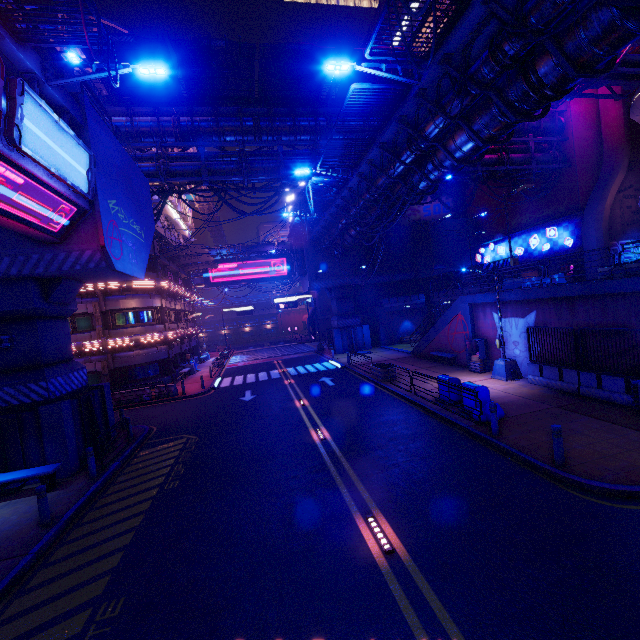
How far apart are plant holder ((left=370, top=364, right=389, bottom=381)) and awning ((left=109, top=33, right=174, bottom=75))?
20.2 meters

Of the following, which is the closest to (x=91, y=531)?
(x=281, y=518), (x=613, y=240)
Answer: (x=281, y=518)

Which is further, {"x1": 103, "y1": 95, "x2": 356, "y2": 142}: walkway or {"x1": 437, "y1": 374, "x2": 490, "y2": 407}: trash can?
{"x1": 103, "y1": 95, "x2": 356, "y2": 142}: walkway

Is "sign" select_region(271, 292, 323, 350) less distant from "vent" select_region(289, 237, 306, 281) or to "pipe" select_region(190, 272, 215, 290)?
"vent" select_region(289, 237, 306, 281)

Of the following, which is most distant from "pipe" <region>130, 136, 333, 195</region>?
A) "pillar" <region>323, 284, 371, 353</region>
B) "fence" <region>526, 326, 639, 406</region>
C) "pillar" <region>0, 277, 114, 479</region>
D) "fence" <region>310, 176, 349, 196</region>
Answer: "fence" <region>526, 326, 639, 406</region>

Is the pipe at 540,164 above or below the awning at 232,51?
below

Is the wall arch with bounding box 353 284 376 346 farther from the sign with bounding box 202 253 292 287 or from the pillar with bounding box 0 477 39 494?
the pillar with bounding box 0 477 39 494

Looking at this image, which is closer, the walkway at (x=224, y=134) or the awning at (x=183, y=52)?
the awning at (x=183, y=52)
